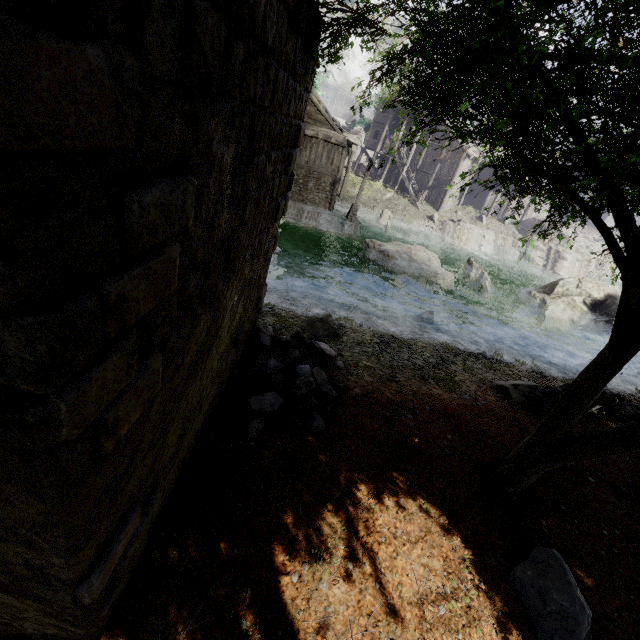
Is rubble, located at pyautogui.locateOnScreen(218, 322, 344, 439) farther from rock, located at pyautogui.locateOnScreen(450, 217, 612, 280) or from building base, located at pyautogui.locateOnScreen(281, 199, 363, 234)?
rock, located at pyautogui.locateOnScreen(450, 217, 612, 280)

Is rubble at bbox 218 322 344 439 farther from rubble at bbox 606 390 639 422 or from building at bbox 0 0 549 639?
rubble at bbox 606 390 639 422

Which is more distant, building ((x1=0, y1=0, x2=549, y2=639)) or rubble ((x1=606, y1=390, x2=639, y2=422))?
rubble ((x1=606, y1=390, x2=639, y2=422))

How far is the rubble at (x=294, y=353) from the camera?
6.15m

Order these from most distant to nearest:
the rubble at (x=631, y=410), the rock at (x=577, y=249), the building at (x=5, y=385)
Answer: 1. the rock at (x=577, y=249)
2. the rubble at (x=631, y=410)
3. the building at (x=5, y=385)

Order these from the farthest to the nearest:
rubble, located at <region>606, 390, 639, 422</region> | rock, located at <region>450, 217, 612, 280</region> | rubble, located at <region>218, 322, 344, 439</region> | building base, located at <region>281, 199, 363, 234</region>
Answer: rock, located at <region>450, 217, 612, 280</region> → building base, located at <region>281, 199, 363, 234</region> → rubble, located at <region>606, 390, 639, 422</region> → rubble, located at <region>218, 322, 344, 439</region>

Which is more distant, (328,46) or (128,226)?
(328,46)
